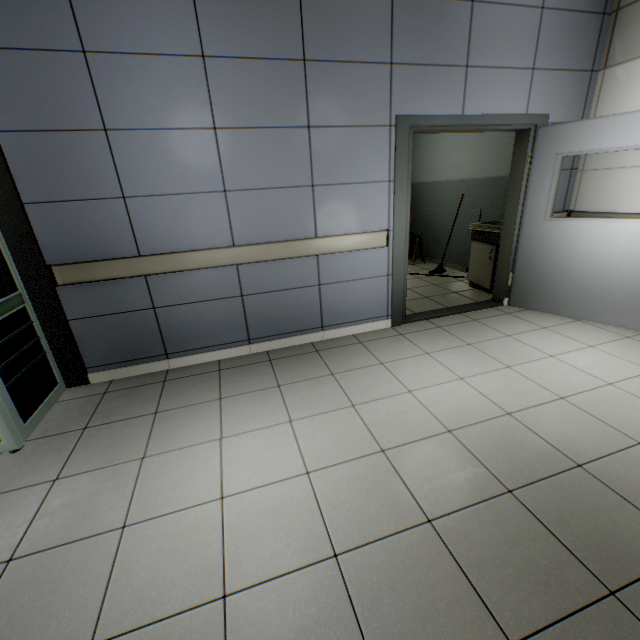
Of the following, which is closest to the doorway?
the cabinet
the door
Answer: the door

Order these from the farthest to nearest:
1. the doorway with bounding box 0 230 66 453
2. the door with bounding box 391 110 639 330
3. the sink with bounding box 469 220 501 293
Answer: the sink with bounding box 469 220 501 293 < the door with bounding box 391 110 639 330 < the doorway with bounding box 0 230 66 453

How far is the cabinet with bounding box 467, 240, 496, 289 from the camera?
4.5 meters

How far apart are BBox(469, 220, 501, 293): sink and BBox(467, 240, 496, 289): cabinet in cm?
3

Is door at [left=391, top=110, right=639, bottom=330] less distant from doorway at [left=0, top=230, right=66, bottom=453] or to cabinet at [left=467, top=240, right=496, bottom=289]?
cabinet at [left=467, top=240, right=496, bottom=289]

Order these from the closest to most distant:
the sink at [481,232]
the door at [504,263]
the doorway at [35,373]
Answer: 1. the doorway at [35,373]
2. the door at [504,263]
3. the sink at [481,232]

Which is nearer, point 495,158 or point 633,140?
point 633,140

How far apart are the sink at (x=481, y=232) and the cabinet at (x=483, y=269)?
0.0 meters
